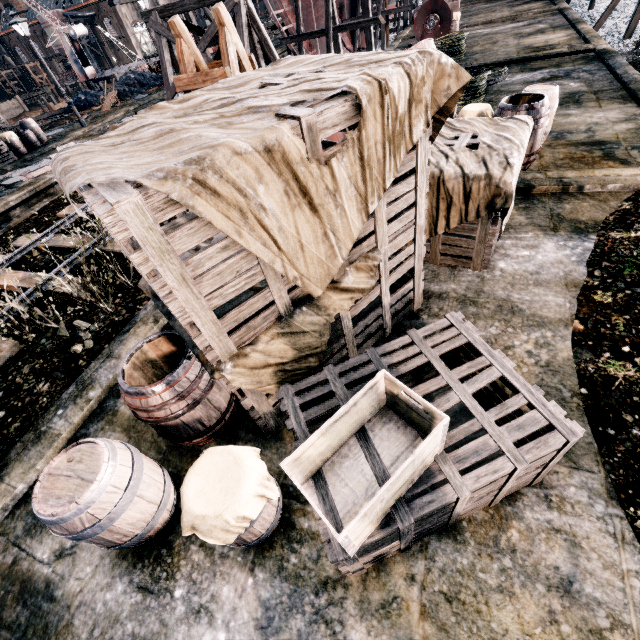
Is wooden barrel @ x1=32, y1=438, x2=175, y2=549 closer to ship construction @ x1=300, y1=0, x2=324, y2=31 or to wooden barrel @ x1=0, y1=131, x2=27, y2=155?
wooden barrel @ x1=0, y1=131, x2=27, y2=155

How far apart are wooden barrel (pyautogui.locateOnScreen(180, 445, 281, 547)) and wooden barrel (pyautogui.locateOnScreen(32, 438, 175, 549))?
0.4 meters

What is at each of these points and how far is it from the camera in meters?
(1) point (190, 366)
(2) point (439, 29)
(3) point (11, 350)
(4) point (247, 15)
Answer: (1) wooden barrel, 3.9 m
(2) pulley, 17.9 m
(3) railway, 7.1 m
(4) wooden support structure, 13.5 m

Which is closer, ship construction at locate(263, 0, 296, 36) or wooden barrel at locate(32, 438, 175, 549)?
wooden barrel at locate(32, 438, 175, 549)

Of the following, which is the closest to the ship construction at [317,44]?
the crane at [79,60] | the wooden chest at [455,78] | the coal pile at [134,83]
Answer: the coal pile at [134,83]

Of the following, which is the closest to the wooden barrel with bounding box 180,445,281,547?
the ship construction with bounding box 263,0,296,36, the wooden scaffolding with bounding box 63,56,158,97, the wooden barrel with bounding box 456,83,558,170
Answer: the wooden barrel with bounding box 456,83,558,170

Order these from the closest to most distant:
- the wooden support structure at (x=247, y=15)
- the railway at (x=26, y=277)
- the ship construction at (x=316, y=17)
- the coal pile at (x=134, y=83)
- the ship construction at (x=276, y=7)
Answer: the railway at (x=26, y=277), the wooden support structure at (x=247, y=15), the ship construction at (x=276, y=7), the ship construction at (x=316, y=17), the coal pile at (x=134, y=83)

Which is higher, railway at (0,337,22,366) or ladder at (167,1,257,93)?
ladder at (167,1,257,93)
